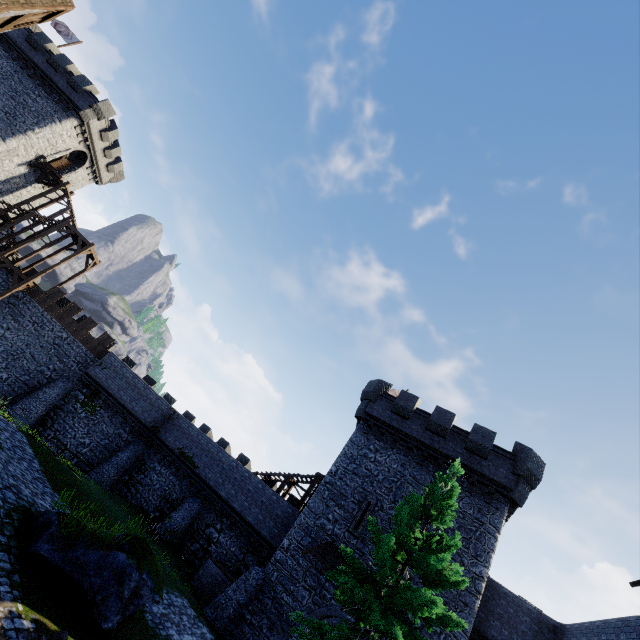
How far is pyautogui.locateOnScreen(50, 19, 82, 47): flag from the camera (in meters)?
33.75

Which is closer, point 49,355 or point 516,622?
point 516,622

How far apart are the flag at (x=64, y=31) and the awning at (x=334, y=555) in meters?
51.1 m

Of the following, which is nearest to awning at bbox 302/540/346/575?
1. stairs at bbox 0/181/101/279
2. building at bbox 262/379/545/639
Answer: building at bbox 262/379/545/639

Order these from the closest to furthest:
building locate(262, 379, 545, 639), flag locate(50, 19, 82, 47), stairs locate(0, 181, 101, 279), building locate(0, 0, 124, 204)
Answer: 1. building locate(0, 0, 124, 204)
2. building locate(262, 379, 545, 639)
3. stairs locate(0, 181, 101, 279)
4. flag locate(50, 19, 82, 47)

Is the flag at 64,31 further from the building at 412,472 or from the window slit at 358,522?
the window slit at 358,522

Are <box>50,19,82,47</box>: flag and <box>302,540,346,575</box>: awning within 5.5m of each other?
no

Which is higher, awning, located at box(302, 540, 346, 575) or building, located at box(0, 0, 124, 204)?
building, located at box(0, 0, 124, 204)
